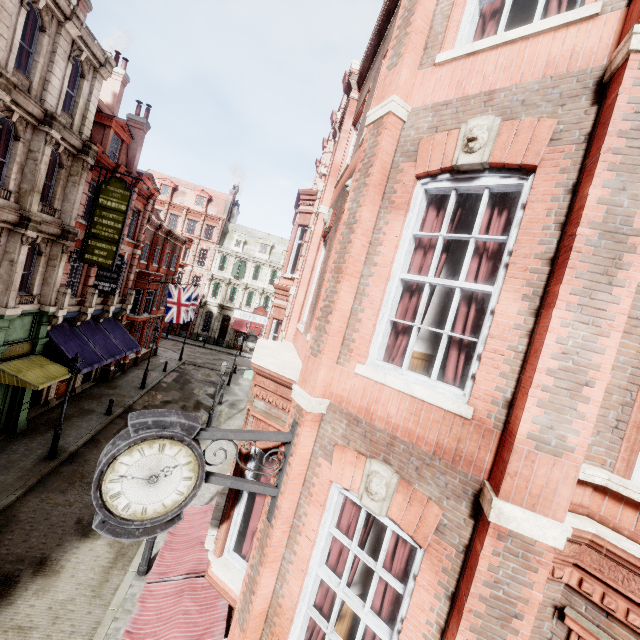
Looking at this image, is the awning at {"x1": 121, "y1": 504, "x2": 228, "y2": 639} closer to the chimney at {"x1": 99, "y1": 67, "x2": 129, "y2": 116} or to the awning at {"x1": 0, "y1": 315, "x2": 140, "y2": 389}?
the awning at {"x1": 0, "y1": 315, "x2": 140, "y2": 389}

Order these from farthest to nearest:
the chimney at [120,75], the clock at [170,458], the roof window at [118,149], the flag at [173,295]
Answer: the flag at [173,295] → the chimney at [120,75] → the roof window at [118,149] → the clock at [170,458]

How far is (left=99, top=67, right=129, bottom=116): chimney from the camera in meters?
21.6

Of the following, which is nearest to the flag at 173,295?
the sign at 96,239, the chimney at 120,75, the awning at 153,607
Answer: the sign at 96,239

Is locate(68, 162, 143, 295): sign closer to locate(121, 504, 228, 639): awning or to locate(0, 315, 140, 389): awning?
locate(0, 315, 140, 389): awning

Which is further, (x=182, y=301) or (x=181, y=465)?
(x=182, y=301)

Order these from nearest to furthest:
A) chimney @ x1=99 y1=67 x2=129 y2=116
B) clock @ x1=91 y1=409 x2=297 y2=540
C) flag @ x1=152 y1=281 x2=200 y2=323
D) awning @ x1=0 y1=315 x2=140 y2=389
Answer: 1. clock @ x1=91 y1=409 x2=297 y2=540
2. awning @ x1=0 y1=315 x2=140 y2=389
3. chimney @ x1=99 y1=67 x2=129 y2=116
4. flag @ x1=152 y1=281 x2=200 y2=323

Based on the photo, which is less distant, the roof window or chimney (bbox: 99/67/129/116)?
the roof window
